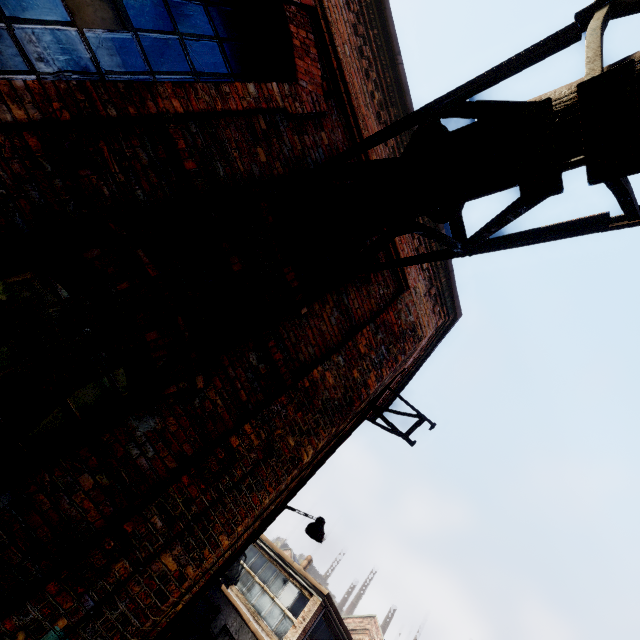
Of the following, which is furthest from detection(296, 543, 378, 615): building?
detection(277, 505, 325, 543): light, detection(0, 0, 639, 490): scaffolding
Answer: detection(0, 0, 639, 490): scaffolding

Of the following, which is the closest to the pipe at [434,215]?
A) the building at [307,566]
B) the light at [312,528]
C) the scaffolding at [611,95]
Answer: the scaffolding at [611,95]

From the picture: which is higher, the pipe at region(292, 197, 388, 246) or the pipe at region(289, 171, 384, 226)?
the pipe at region(289, 171, 384, 226)

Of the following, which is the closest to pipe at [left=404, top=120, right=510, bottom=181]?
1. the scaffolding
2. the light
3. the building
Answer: the scaffolding

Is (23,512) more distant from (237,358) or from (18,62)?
(18,62)

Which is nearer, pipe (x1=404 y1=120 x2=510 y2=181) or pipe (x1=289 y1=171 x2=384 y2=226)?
pipe (x1=404 y1=120 x2=510 y2=181)

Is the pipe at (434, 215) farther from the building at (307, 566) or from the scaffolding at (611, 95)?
the building at (307, 566)

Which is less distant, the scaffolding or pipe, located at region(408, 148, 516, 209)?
the scaffolding
